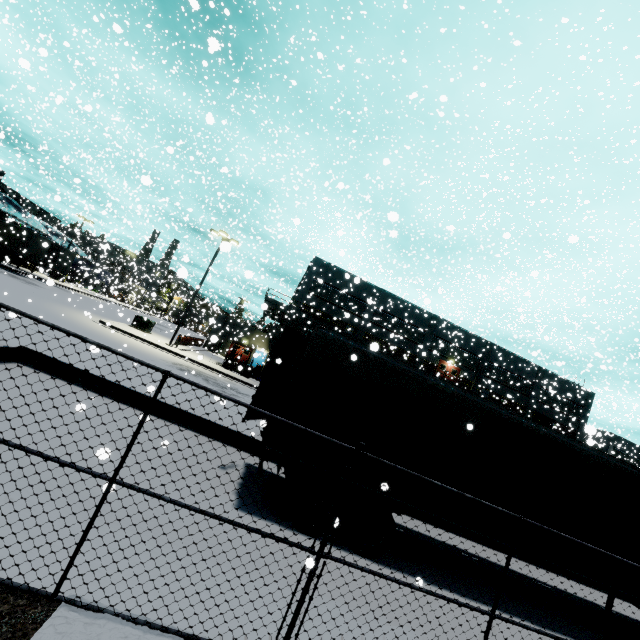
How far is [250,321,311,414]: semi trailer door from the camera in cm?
774

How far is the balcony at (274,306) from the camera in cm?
2922

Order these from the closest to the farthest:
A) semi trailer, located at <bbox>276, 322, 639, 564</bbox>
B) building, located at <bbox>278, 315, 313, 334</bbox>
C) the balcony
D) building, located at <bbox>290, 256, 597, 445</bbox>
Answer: semi trailer, located at <bbox>276, 322, 639, 564</bbox>, the balcony, building, located at <bbox>278, 315, 313, 334</bbox>, building, located at <bbox>290, 256, 597, 445</bbox>

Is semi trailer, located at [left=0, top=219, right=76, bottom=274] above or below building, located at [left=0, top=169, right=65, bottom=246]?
below

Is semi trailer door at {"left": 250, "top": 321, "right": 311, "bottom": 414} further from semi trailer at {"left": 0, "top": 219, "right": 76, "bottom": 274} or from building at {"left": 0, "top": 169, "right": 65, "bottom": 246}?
building at {"left": 0, "top": 169, "right": 65, "bottom": 246}

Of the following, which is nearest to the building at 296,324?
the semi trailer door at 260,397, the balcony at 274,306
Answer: the balcony at 274,306

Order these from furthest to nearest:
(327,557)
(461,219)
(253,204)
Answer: (461,219) → (253,204) → (327,557)

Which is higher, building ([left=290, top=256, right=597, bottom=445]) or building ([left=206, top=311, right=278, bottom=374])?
building ([left=290, top=256, right=597, bottom=445])
